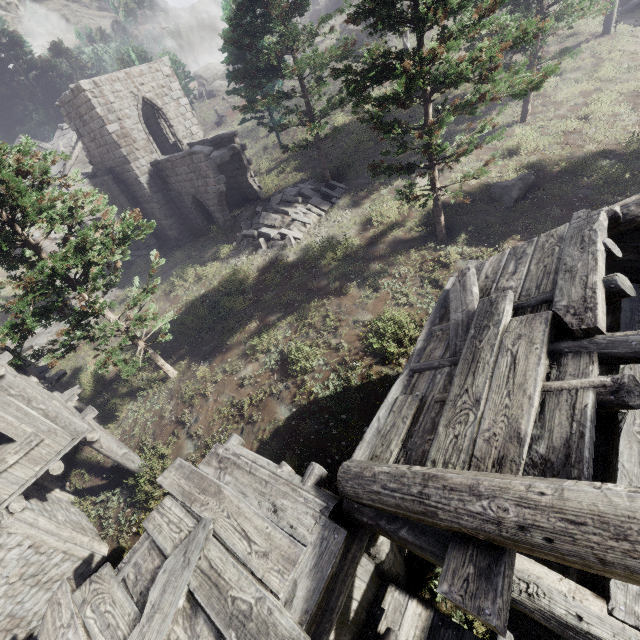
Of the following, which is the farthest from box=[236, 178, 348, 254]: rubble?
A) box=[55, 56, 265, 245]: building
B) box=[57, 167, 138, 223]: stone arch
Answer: box=[57, 167, 138, 223]: stone arch

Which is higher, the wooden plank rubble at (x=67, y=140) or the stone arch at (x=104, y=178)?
the wooden plank rubble at (x=67, y=140)

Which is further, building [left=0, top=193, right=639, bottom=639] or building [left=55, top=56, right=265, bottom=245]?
building [left=55, top=56, right=265, bottom=245]

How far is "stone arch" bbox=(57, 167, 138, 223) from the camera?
A: 20.1 meters

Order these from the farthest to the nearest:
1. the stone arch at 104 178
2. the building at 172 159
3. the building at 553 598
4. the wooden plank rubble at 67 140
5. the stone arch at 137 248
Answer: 1. the wooden plank rubble at 67 140
2. the stone arch at 137 248
3. the stone arch at 104 178
4. the building at 172 159
5. the building at 553 598

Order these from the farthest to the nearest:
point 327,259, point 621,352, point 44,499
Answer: point 327,259
point 44,499
point 621,352

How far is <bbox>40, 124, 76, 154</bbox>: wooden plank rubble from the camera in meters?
25.7 m

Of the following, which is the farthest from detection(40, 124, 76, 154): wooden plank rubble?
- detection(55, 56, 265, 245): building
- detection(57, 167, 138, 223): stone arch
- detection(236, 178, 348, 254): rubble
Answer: detection(236, 178, 348, 254): rubble
